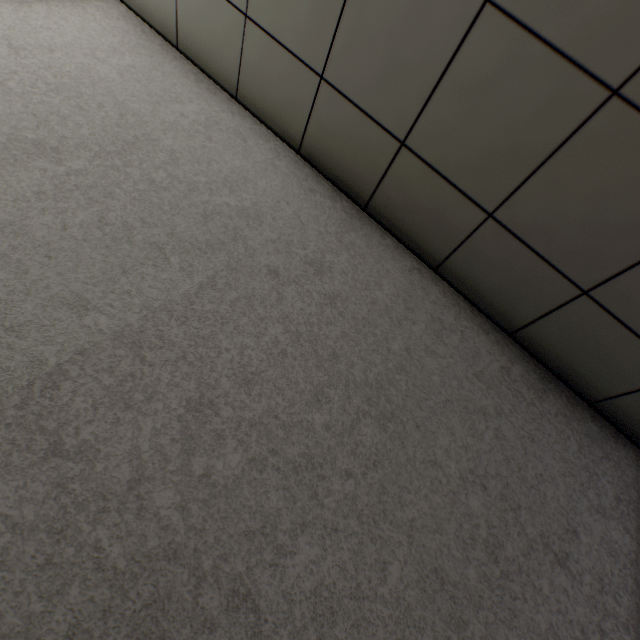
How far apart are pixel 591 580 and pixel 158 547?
1.5m
